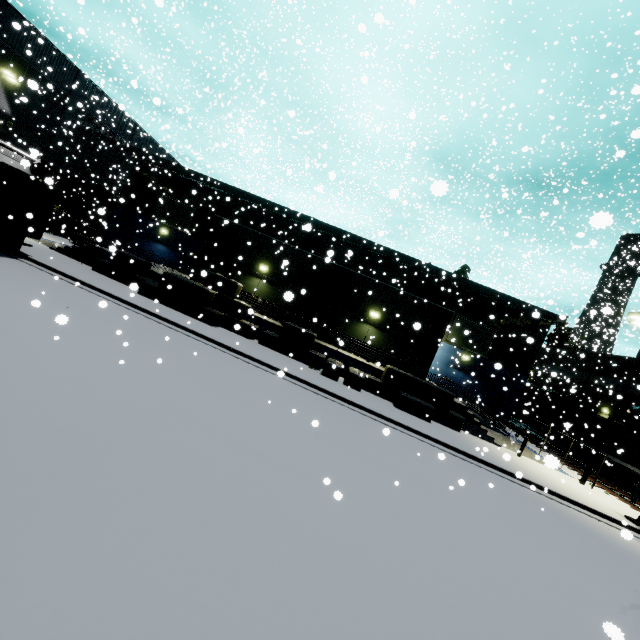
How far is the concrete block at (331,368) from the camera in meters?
17.4 m

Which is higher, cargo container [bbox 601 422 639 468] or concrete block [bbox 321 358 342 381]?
cargo container [bbox 601 422 639 468]

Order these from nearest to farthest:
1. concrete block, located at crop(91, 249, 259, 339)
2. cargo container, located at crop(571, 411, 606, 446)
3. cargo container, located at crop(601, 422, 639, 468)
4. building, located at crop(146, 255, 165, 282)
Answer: concrete block, located at crop(91, 249, 259, 339) < building, located at crop(146, 255, 165, 282) < cargo container, located at crop(601, 422, 639, 468) < cargo container, located at crop(571, 411, 606, 446)

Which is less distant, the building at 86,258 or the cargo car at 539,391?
the building at 86,258

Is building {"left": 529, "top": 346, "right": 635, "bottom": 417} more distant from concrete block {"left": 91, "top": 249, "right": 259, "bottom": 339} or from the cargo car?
the cargo car

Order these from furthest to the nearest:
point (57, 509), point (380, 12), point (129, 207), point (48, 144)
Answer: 1. point (129, 207)
2. point (48, 144)
3. point (380, 12)
4. point (57, 509)

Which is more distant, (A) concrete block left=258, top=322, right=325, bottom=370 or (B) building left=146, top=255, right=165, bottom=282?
(B) building left=146, top=255, right=165, bottom=282

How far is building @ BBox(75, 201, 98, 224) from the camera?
34.8m
